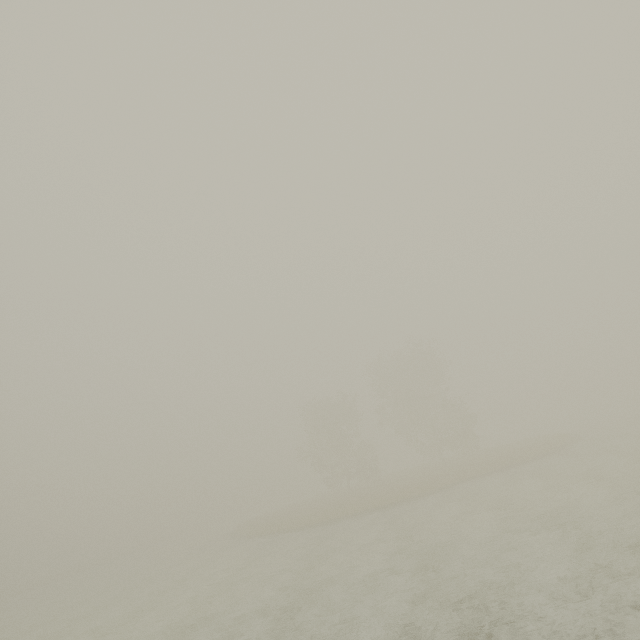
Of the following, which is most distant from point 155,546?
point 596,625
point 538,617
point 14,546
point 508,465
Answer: point 596,625
